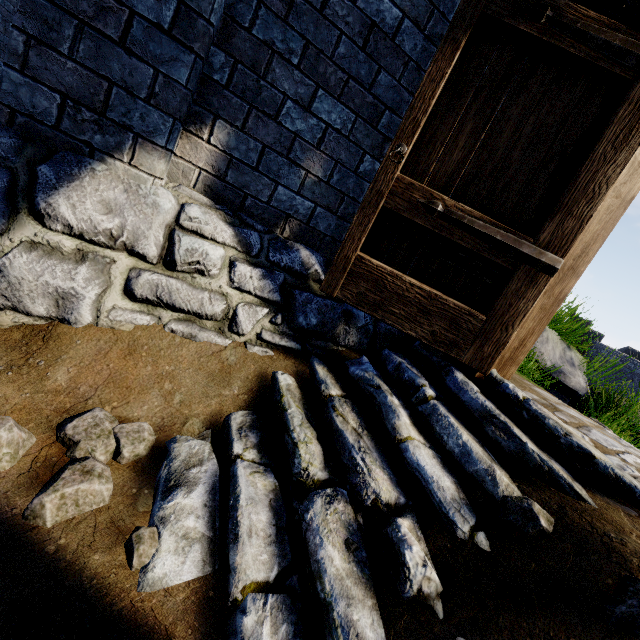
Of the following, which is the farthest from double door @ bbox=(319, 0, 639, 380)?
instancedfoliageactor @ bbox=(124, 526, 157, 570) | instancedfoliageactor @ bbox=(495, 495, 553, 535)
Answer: instancedfoliageactor @ bbox=(124, 526, 157, 570)

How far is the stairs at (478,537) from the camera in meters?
1.4 m

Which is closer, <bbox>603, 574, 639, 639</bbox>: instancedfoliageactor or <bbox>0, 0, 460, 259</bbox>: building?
<bbox>603, 574, 639, 639</bbox>: instancedfoliageactor

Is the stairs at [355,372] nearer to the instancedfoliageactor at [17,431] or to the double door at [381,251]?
the double door at [381,251]

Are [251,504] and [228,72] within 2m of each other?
no

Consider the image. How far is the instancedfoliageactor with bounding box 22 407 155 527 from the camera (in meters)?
1.20

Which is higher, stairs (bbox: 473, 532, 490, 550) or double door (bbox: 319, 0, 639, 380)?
double door (bbox: 319, 0, 639, 380)

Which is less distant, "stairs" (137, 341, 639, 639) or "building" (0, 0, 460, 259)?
"stairs" (137, 341, 639, 639)
